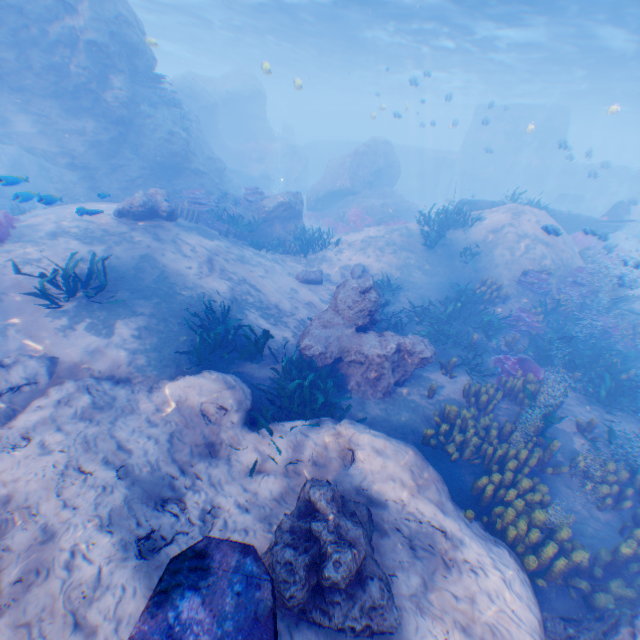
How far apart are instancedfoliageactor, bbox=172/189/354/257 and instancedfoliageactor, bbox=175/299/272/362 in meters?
7.5 m

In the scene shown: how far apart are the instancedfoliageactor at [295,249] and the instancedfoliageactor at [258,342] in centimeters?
746cm

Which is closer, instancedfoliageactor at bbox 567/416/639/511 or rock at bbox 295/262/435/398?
instancedfoliageactor at bbox 567/416/639/511

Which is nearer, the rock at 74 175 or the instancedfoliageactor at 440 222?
the rock at 74 175

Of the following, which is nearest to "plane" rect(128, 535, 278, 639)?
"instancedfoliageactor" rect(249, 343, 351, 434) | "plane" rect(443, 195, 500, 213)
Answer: "instancedfoliageactor" rect(249, 343, 351, 434)

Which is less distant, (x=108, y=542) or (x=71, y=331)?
(x=108, y=542)

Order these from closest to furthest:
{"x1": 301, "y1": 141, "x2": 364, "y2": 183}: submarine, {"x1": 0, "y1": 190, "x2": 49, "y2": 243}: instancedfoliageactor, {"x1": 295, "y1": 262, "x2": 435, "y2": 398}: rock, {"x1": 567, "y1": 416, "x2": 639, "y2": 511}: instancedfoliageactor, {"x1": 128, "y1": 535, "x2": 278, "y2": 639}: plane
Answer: {"x1": 128, "y1": 535, "x2": 278, "y2": 639}: plane, {"x1": 567, "y1": 416, "x2": 639, "y2": 511}: instancedfoliageactor, {"x1": 0, "y1": 190, "x2": 49, "y2": 243}: instancedfoliageactor, {"x1": 295, "y1": 262, "x2": 435, "y2": 398}: rock, {"x1": 301, "y1": 141, "x2": 364, "y2": 183}: submarine
